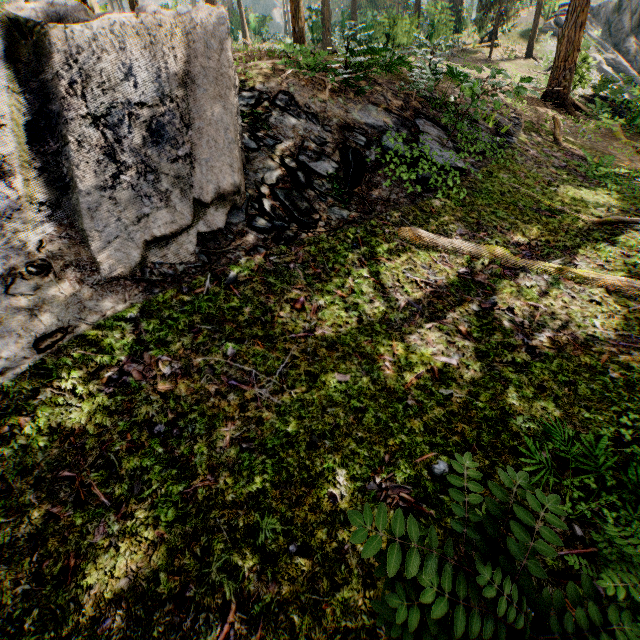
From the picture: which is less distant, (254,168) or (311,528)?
(311,528)

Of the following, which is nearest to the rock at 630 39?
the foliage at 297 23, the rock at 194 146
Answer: the foliage at 297 23

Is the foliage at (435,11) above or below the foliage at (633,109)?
above

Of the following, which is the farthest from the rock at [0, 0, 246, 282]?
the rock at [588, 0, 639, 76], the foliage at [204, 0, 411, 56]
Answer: the rock at [588, 0, 639, 76]

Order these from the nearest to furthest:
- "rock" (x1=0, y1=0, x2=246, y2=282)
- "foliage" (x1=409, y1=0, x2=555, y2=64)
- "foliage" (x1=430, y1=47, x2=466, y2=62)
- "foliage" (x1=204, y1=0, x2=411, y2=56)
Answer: "rock" (x1=0, y1=0, x2=246, y2=282) → "foliage" (x1=430, y1=47, x2=466, y2=62) → "foliage" (x1=204, y1=0, x2=411, y2=56) → "foliage" (x1=409, y1=0, x2=555, y2=64)

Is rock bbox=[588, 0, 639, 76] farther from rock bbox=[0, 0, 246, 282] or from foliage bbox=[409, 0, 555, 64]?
rock bbox=[0, 0, 246, 282]

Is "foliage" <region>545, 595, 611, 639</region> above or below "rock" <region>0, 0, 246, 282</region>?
below
